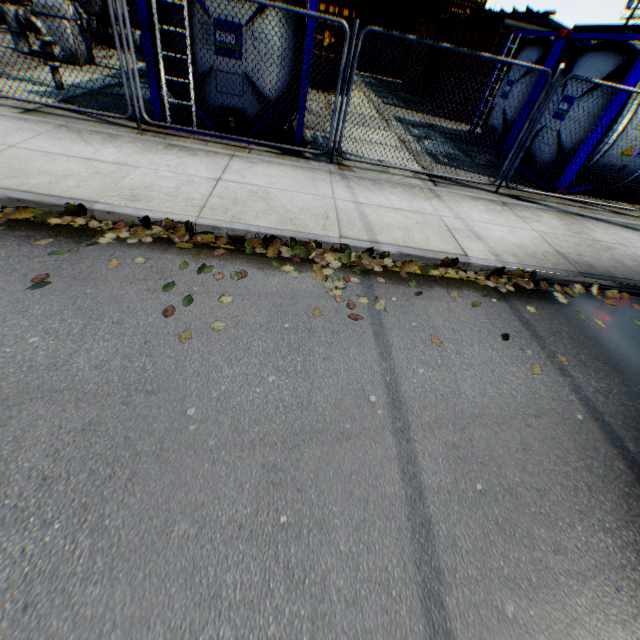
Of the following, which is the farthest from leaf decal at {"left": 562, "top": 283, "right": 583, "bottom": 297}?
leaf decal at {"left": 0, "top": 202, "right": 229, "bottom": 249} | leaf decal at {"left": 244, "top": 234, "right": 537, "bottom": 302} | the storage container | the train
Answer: the storage container

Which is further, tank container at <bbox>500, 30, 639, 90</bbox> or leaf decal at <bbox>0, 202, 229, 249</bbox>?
tank container at <bbox>500, 30, 639, 90</bbox>

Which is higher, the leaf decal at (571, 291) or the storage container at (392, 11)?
the storage container at (392, 11)

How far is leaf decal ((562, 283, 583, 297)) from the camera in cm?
465

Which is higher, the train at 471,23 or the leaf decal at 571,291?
the train at 471,23

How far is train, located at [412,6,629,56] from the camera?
12.0m

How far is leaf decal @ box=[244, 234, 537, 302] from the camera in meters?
4.0 m

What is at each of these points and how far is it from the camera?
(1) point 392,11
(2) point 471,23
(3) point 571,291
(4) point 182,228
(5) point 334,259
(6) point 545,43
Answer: (1) storage container, 23.0m
(2) train, 14.2m
(3) leaf decal, 4.7m
(4) leaf decal, 4.0m
(5) leaf decal, 4.2m
(6) tank container, 9.1m
